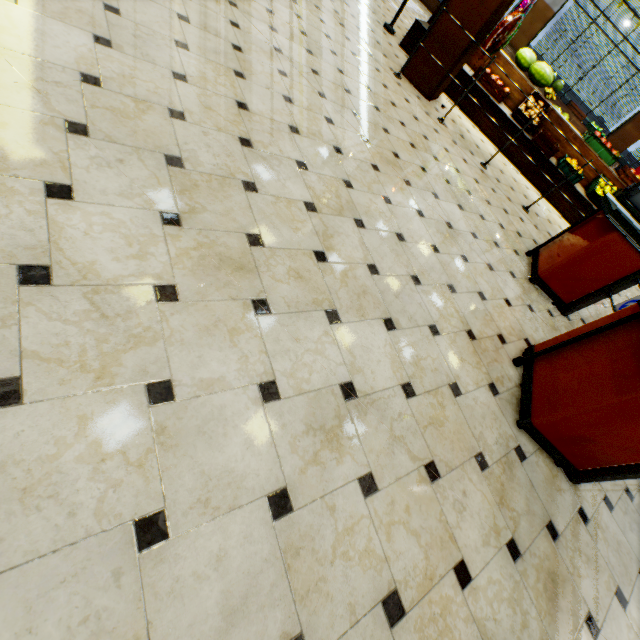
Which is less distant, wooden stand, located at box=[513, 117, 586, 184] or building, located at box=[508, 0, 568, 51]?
wooden stand, located at box=[513, 117, 586, 184]

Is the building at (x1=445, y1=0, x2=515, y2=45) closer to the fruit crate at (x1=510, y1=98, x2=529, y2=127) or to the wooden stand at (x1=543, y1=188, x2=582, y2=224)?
the wooden stand at (x1=543, y1=188, x2=582, y2=224)

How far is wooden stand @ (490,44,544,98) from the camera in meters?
6.4

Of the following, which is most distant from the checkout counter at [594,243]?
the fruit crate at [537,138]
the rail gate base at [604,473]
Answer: the fruit crate at [537,138]

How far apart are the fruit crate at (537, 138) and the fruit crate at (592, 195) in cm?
105

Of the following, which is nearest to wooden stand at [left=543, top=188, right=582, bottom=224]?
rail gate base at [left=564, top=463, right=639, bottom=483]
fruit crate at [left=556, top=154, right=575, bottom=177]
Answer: fruit crate at [left=556, top=154, right=575, bottom=177]

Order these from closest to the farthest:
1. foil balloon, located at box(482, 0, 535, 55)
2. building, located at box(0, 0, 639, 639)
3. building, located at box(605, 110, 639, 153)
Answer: building, located at box(0, 0, 639, 639) → foil balloon, located at box(482, 0, 535, 55) → building, located at box(605, 110, 639, 153)

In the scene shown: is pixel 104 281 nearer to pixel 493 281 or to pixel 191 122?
pixel 191 122
